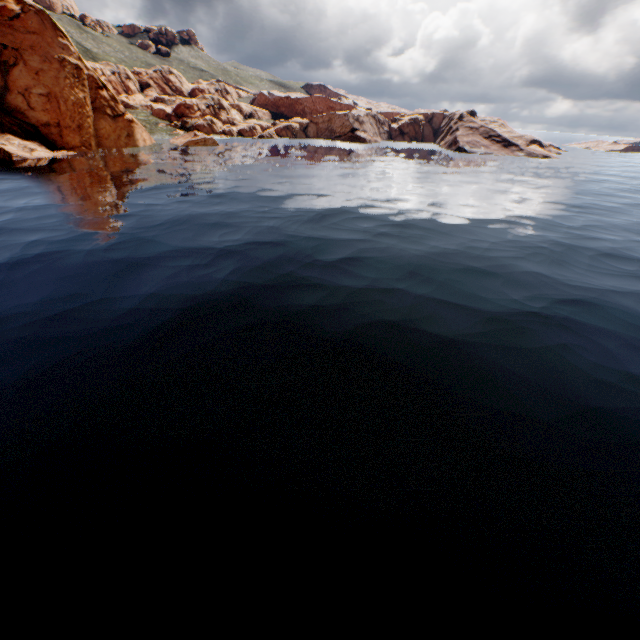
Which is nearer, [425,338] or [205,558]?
[205,558]
